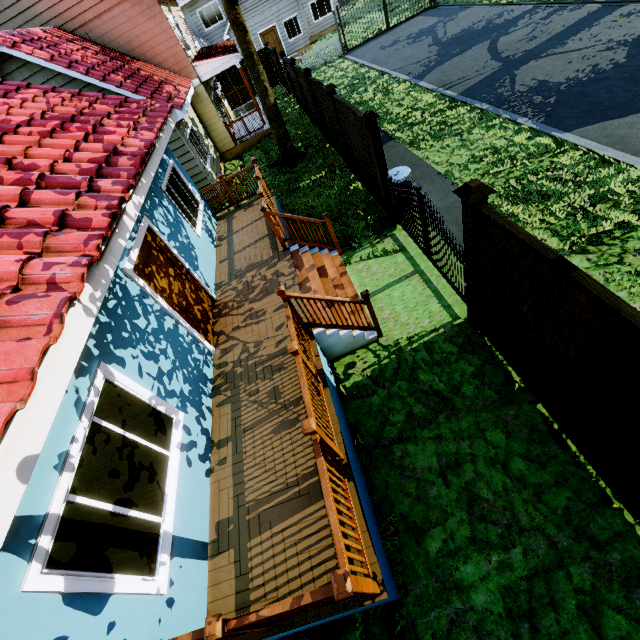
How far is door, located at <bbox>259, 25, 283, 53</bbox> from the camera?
26.1m

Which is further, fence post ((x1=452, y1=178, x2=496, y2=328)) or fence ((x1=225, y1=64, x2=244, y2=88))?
fence ((x1=225, y1=64, x2=244, y2=88))

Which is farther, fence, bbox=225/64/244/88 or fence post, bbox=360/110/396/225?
fence, bbox=225/64/244/88

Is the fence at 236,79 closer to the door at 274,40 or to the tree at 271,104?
the tree at 271,104

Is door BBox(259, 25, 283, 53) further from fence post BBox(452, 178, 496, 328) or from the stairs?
fence post BBox(452, 178, 496, 328)

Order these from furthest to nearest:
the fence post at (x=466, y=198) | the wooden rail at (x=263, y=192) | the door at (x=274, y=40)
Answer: the door at (x=274, y=40) → the wooden rail at (x=263, y=192) → the fence post at (x=466, y=198)

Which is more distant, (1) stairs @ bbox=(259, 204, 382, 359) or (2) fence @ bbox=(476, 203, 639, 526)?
(1) stairs @ bbox=(259, 204, 382, 359)

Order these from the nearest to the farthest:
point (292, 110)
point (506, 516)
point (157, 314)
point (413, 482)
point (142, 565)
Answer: point (142, 565), point (506, 516), point (413, 482), point (157, 314), point (292, 110)
